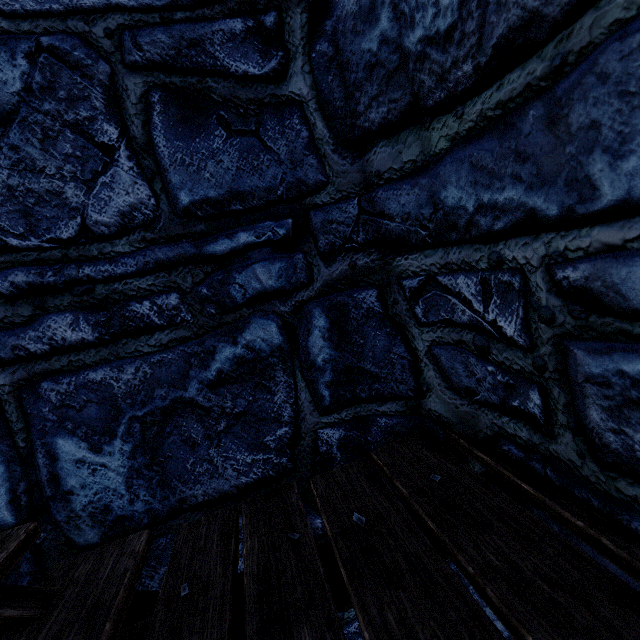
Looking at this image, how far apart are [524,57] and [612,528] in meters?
1.2
